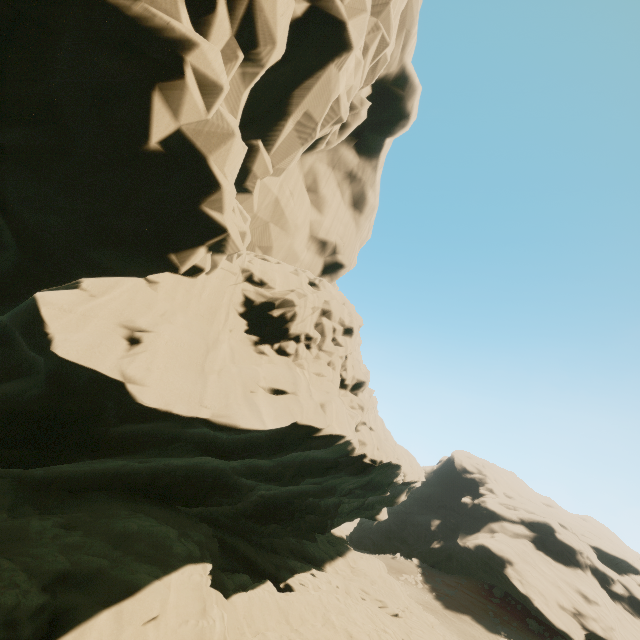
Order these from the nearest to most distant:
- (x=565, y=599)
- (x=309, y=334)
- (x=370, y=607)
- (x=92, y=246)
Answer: (x=92, y=246)
(x=309, y=334)
(x=370, y=607)
(x=565, y=599)
